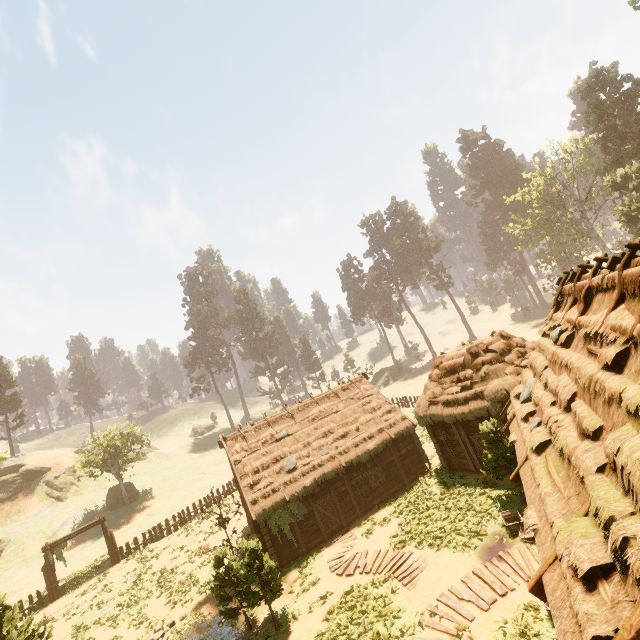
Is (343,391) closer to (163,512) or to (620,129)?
(163,512)

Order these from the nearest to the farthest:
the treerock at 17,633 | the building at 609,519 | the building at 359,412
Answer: the building at 609,519 → the treerock at 17,633 → the building at 359,412

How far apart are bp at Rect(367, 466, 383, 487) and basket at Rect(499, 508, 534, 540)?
9.6m

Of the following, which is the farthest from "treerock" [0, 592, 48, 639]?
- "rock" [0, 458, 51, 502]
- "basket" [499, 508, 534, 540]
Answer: "rock" [0, 458, 51, 502]

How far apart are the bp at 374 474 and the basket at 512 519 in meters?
9.6

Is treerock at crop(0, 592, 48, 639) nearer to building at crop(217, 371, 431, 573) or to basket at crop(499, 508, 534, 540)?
building at crop(217, 371, 431, 573)

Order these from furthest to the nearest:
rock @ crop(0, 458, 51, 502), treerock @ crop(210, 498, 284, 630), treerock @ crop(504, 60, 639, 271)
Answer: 1. rock @ crop(0, 458, 51, 502)
2. treerock @ crop(504, 60, 639, 271)
3. treerock @ crop(210, 498, 284, 630)

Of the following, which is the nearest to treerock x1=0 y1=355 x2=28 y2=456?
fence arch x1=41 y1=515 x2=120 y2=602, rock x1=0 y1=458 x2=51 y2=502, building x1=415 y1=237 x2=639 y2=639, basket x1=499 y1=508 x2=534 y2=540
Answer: building x1=415 y1=237 x2=639 y2=639
